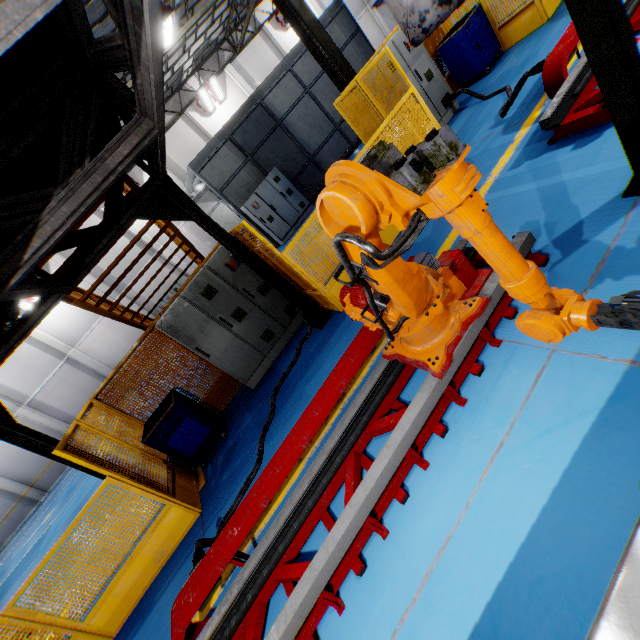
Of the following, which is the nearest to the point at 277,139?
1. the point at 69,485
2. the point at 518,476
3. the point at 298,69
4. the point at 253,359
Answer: the point at 298,69

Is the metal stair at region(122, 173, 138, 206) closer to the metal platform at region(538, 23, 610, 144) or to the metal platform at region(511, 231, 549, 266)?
the metal platform at region(511, 231, 549, 266)

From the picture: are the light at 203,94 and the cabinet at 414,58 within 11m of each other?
no

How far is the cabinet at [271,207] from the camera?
12.6 meters

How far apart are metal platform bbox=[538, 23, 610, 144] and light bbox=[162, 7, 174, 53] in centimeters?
1202cm

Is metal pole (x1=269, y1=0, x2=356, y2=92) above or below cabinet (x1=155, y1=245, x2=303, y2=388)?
above

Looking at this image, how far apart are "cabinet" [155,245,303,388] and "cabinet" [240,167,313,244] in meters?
6.6

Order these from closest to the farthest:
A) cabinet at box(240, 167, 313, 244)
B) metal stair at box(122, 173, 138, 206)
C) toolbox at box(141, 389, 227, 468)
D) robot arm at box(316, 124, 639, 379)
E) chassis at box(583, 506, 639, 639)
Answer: chassis at box(583, 506, 639, 639)
robot arm at box(316, 124, 639, 379)
metal stair at box(122, 173, 138, 206)
toolbox at box(141, 389, 227, 468)
cabinet at box(240, 167, 313, 244)
